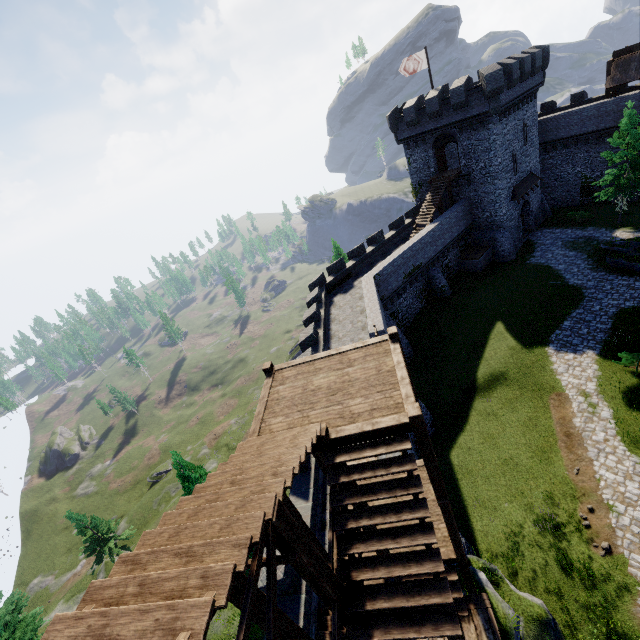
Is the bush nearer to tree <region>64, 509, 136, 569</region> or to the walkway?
the walkway

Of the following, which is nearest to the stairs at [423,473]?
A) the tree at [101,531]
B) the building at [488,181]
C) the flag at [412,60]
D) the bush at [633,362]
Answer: the bush at [633,362]

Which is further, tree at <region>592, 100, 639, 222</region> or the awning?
the awning

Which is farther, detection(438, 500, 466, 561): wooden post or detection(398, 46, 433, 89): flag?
detection(398, 46, 433, 89): flag

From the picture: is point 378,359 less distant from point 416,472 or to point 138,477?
point 416,472

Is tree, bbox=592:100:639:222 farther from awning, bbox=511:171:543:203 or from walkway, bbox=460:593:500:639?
walkway, bbox=460:593:500:639

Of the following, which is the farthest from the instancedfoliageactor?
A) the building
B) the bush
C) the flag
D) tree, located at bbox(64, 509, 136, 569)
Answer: the flag

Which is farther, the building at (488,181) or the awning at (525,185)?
the awning at (525,185)
